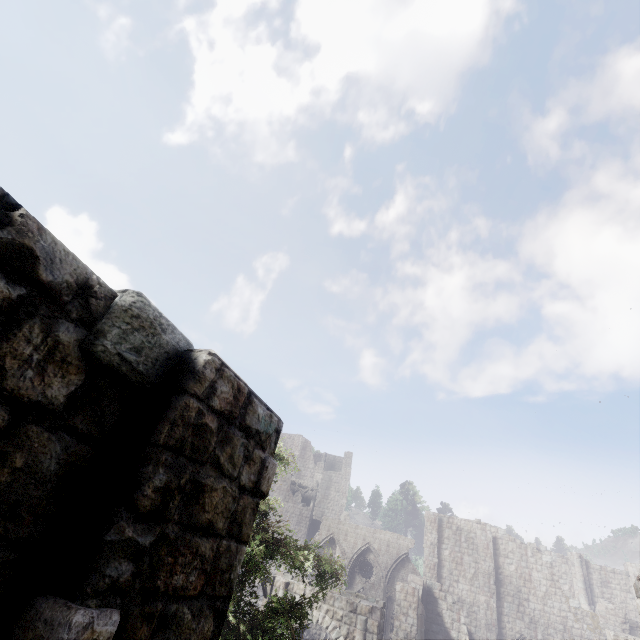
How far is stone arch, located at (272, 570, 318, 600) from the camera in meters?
17.6

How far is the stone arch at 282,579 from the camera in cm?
1757

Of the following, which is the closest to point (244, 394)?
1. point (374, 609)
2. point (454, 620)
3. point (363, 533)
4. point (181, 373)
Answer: point (181, 373)

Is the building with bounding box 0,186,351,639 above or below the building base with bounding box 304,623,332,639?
above

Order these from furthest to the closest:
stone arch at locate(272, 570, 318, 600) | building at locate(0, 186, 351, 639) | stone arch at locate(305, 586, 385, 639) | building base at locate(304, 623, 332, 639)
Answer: building base at locate(304, 623, 332, 639), stone arch at locate(272, 570, 318, 600), stone arch at locate(305, 586, 385, 639), building at locate(0, 186, 351, 639)

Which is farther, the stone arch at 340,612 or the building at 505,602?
the building at 505,602

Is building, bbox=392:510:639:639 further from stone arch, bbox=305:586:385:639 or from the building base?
the building base

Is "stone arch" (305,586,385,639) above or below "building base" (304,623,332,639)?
above
